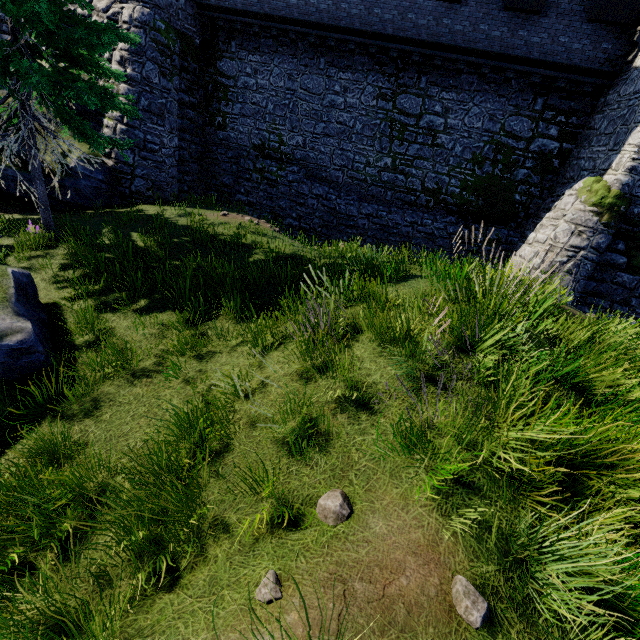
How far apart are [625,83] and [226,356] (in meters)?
16.98

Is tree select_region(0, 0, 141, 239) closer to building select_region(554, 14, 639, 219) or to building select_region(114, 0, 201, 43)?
building select_region(114, 0, 201, 43)

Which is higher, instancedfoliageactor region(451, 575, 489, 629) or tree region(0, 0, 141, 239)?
tree region(0, 0, 141, 239)

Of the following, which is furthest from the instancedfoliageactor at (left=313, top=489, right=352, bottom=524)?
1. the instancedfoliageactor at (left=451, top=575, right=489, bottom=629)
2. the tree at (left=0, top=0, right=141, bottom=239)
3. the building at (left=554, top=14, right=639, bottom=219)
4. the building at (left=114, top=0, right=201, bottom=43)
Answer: the building at (left=114, top=0, right=201, bottom=43)

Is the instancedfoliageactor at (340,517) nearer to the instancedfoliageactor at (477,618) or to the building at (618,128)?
the instancedfoliageactor at (477,618)

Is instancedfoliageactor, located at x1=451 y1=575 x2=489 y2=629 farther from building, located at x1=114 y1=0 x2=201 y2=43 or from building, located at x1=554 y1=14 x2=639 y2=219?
building, located at x1=114 y1=0 x2=201 y2=43

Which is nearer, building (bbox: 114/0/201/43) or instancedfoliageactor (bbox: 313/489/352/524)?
instancedfoliageactor (bbox: 313/489/352/524)

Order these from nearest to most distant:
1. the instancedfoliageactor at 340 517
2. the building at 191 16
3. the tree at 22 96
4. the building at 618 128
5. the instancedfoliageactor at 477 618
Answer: the instancedfoliageactor at 477 618 → the instancedfoliageactor at 340 517 → the tree at 22 96 → the building at 618 128 → the building at 191 16
